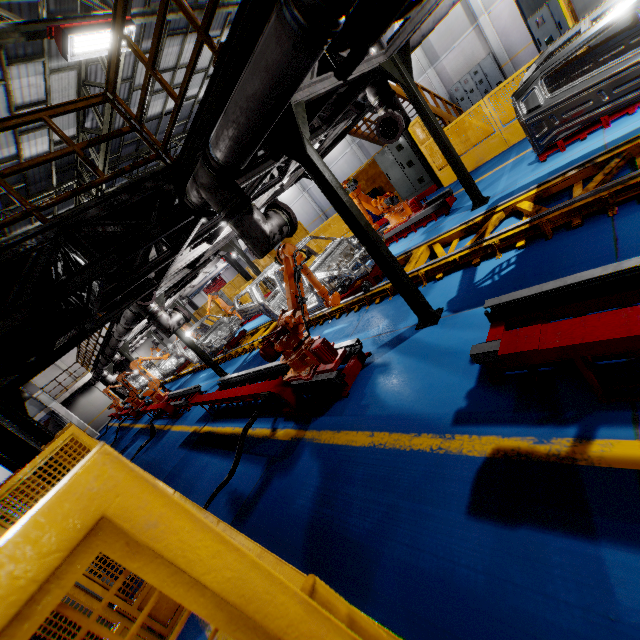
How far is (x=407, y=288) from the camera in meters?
4.4

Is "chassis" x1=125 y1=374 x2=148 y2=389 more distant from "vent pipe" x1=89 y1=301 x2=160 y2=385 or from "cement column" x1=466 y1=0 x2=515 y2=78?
"cement column" x1=466 y1=0 x2=515 y2=78

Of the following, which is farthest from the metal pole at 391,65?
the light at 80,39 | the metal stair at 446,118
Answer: the light at 80,39

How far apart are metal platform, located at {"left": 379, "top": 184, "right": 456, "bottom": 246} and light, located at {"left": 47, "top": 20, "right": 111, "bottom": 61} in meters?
7.4 m

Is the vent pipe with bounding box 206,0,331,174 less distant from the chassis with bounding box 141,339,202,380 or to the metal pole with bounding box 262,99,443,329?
the metal pole with bounding box 262,99,443,329

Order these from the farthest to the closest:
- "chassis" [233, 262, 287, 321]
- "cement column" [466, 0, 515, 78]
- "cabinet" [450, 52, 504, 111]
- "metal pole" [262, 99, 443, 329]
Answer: "cabinet" [450, 52, 504, 111]
"cement column" [466, 0, 515, 78]
"chassis" [233, 262, 287, 321]
"metal pole" [262, 99, 443, 329]

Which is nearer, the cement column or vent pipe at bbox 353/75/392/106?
vent pipe at bbox 353/75/392/106

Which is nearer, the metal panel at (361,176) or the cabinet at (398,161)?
the cabinet at (398,161)
